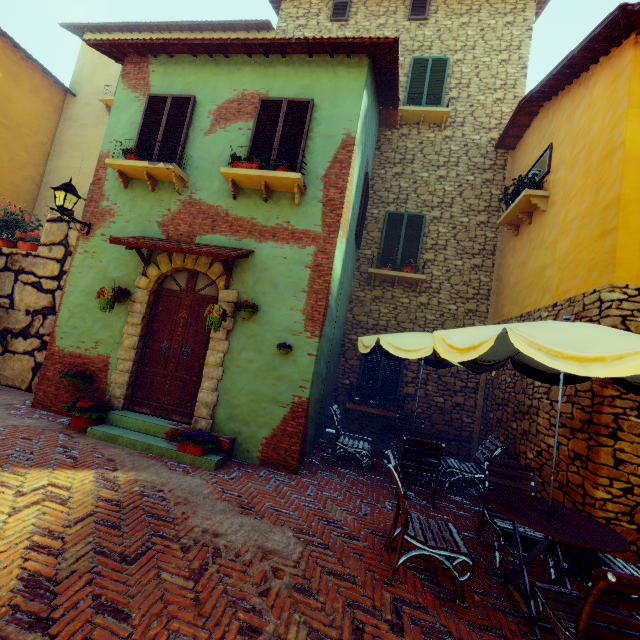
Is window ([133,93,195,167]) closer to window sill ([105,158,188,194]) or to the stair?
window sill ([105,158,188,194])

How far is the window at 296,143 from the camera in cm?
604

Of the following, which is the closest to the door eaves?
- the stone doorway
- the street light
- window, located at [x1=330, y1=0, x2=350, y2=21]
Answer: the stone doorway

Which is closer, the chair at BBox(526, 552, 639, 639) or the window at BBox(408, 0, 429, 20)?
the chair at BBox(526, 552, 639, 639)

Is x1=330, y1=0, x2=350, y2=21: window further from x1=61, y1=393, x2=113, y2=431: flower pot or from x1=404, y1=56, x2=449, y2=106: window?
x1=61, y1=393, x2=113, y2=431: flower pot

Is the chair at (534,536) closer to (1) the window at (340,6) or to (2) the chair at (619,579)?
(2) the chair at (619,579)

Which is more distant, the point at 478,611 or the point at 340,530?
the point at 340,530

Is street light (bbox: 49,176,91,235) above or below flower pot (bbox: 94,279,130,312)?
above
